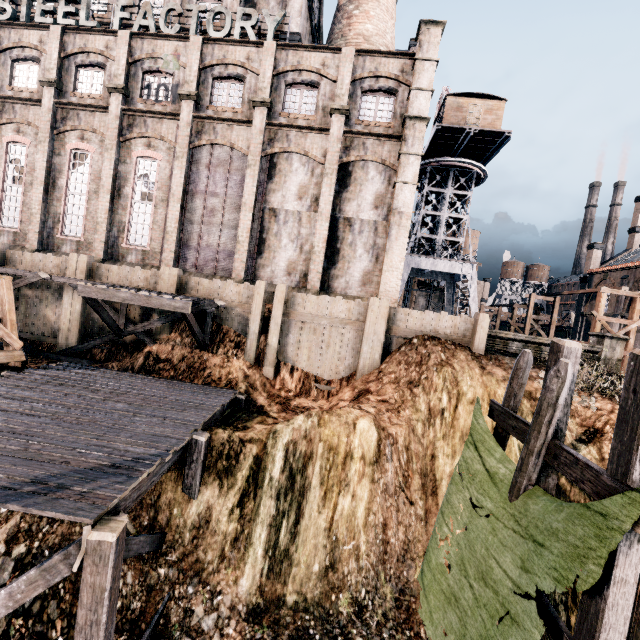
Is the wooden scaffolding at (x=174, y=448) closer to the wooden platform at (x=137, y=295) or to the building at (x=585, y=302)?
the wooden platform at (x=137, y=295)

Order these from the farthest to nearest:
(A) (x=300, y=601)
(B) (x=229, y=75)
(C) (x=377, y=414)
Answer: (B) (x=229, y=75) < (C) (x=377, y=414) < (A) (x=300, y=601)

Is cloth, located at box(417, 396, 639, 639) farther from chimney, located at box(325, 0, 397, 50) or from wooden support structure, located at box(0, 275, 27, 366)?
chimney, located at box(325, 0, 397, 50)

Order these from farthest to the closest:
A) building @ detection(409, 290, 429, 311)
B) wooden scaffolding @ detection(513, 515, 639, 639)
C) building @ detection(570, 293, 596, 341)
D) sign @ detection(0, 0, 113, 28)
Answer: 1. building @ detection(409, 290, 429, 311)
2. building @ detection(570, 293, 596, 341)
3. sign @ detection(0, 0, 113, 28)
4. wooden scaffolding @ detection(513, 515, 639, 639)

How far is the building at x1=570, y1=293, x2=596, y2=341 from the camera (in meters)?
41.38

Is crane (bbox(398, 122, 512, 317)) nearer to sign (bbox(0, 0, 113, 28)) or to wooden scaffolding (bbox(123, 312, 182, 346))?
wooden scaffolding (bbox(123, 312, 182, 346))

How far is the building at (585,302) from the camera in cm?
4138
